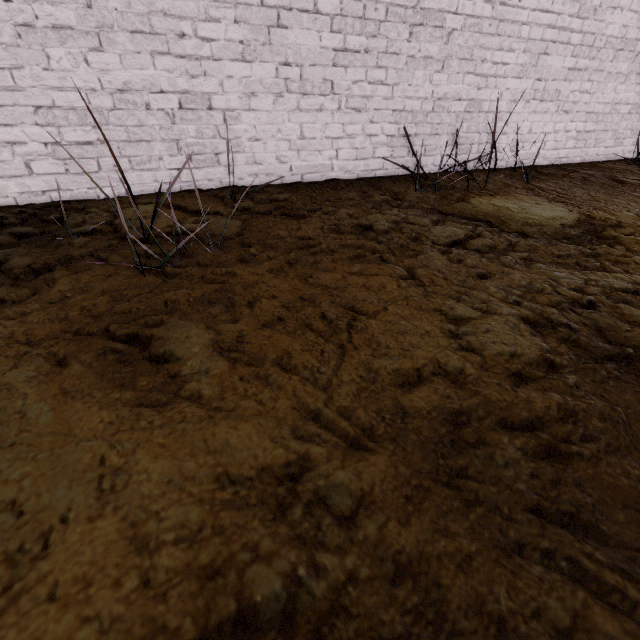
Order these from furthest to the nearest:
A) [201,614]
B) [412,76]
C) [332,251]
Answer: [412,76], [332,251], [201,614]
